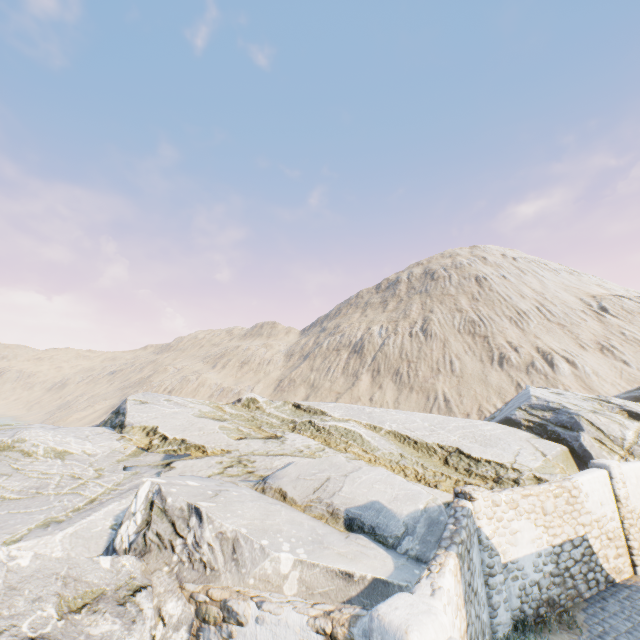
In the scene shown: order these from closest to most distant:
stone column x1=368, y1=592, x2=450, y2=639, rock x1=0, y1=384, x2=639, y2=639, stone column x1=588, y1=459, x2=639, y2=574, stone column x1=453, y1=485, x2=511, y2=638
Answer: stone column x1=368, y1=592, x2=450, y2=639 → rock x1=0, y1=384, x2=639, y2=639 → stone column x1=453, y1=485, x2=511, y2=638 → stone column x1=588, y1=459, x2=639, y2=574

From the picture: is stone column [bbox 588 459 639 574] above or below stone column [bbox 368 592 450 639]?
below

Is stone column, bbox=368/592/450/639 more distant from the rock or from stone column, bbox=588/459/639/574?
stone column, bbox=588/459/639/574

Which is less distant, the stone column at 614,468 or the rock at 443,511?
the rock at 443,511

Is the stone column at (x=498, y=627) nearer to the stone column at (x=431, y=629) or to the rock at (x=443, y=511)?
the rock at (x=443, y=511)

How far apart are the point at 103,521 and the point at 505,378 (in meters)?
48.97

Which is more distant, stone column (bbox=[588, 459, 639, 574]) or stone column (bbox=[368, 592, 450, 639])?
stone column (bbox=[588, 459, 639, 574])

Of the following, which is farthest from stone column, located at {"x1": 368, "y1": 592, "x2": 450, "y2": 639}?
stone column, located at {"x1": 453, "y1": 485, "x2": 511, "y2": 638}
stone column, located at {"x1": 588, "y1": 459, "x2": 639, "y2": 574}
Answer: stone column, located at {"x1": 588, "y1": 459, "x2": 639, "y2": 574}
